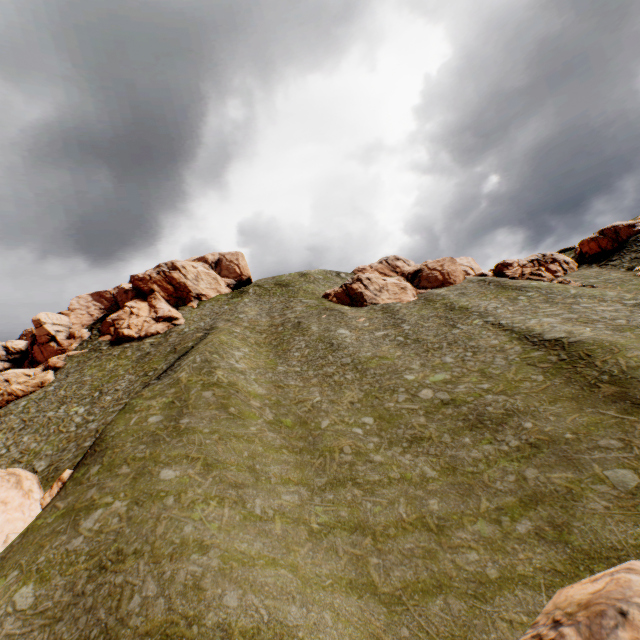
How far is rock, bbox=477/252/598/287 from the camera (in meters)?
46.47

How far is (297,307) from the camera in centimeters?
5897cm

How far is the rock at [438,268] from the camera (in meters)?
55.12

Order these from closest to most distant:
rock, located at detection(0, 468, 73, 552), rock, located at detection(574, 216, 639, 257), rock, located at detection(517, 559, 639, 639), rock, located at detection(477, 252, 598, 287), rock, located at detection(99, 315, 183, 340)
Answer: rock, located at detection(517, 559, 639, 639), rock, located at detection(0, 468, 73, 552), rock, located at detection(477, 252, 598, 287), rock, located at detection(574, 216, 639, 257), rock, located at detection(99, 315, 183, 340)

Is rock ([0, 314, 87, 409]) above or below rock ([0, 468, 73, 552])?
above

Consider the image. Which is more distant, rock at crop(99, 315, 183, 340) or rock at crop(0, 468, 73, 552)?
rock at crop(99, 315, 183, 340)

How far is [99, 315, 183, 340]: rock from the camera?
56.88m

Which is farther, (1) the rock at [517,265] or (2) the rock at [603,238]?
(2) the rock at [603,238]
